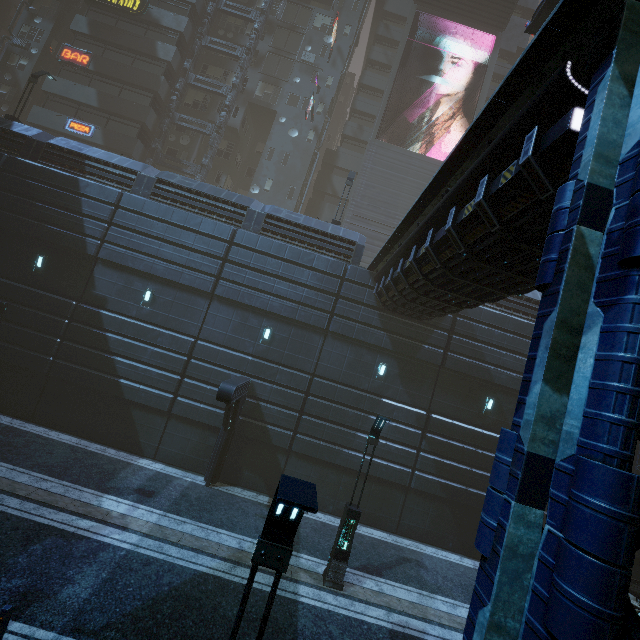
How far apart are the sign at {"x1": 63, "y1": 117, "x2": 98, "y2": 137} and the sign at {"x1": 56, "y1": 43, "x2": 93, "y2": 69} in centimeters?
437cm

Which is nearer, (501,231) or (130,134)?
(501,231)

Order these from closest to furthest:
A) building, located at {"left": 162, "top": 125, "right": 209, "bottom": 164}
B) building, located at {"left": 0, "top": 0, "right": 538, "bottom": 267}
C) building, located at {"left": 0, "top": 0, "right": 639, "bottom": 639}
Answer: building, located at {"left": 0, "top": 0, "right": 639, "bottom": 639} < building, located at {"left": 0, "top": 0, "right": 538, "bottom": 267} < building, located at {"left": 162, "top": 125, "right": 209, "bottom": 164}

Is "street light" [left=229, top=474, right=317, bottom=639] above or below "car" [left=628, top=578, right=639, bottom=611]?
above

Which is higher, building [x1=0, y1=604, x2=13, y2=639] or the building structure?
the building structure

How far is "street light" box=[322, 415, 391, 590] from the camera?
10.3m

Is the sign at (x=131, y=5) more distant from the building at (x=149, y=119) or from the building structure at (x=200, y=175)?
the building structure at (x=200, y=175)

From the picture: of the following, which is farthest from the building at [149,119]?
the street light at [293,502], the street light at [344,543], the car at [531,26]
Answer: the street light at [344,543]
